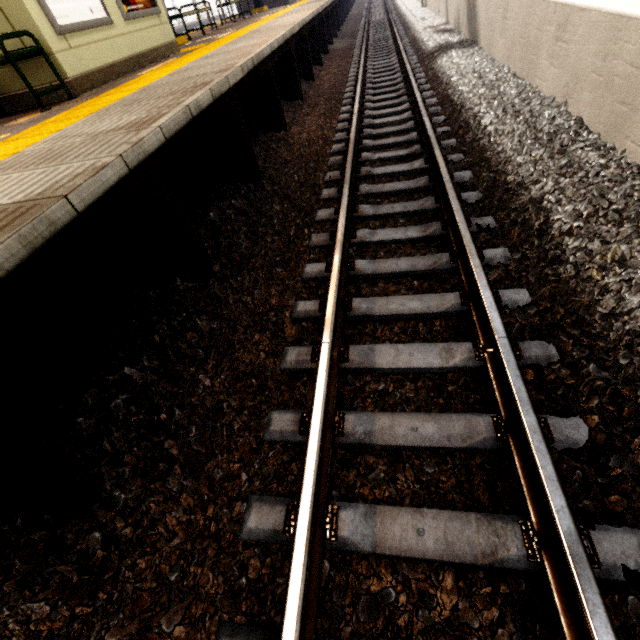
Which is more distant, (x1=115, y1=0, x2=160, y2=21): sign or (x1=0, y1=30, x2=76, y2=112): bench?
(x1=115, y1=0, x2=160, y2=21): sign

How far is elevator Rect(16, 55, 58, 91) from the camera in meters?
4.1

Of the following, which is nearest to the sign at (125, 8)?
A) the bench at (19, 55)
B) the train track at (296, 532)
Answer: the bench at (19, 55)

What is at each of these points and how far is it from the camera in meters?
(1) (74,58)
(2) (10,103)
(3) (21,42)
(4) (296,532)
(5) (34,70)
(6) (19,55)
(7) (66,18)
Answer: (1) elevator, 4.3 m
(2) elevator, 4.5 m
(3) elevator, 4.0 m
(4) train track, 1.4 m
(5) elevator, 4.2 m
(6) bench, 3.7 m
(7) sign, 4.2 m

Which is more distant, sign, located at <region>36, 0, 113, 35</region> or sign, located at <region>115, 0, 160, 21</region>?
sign, located at <region>115, 0, 160, 21</region>

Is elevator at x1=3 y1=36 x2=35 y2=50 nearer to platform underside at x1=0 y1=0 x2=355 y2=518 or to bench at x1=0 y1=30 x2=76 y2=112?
bench at x1=0 y1=30 x2=76 y2=112

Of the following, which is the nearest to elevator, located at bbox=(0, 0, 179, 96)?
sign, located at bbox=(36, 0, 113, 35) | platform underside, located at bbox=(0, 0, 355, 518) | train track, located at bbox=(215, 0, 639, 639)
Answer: sign, located at bbox=(36, 0, 113, 35)

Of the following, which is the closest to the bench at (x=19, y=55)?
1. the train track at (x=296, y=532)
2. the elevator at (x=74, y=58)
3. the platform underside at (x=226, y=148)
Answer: the elevator at (x=74, y=58)
